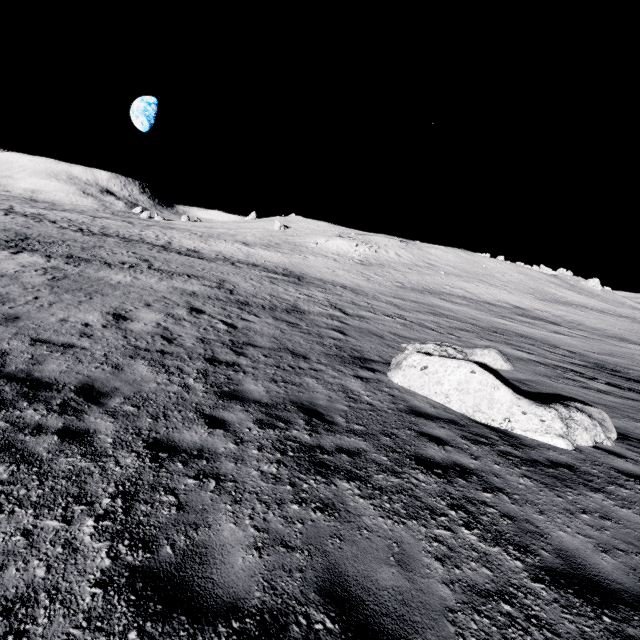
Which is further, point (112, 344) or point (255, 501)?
point (112, 344)

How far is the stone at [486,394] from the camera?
7.14m

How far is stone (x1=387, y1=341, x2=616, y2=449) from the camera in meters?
7.1
